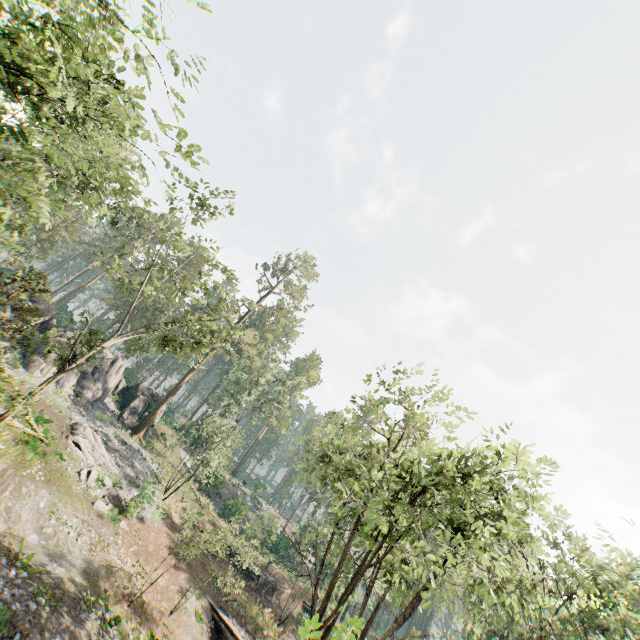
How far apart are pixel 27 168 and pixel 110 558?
22.5m

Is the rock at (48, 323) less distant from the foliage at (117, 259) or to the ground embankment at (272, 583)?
the foliage at (117, 259)

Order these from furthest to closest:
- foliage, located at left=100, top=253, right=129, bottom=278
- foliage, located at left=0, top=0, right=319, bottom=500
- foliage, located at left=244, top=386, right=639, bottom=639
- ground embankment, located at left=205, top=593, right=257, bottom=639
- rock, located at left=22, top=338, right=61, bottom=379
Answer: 1. rock, located at left=22, top=338, right=61, bottom=379
2. ground embankment, located at left=205, top=593, right=257, bottom=639
3. foliage, located at left=100, top=253, right=129, bottom=278
4. foliage, located at left=244, top=386, right=639, bottom=639
5. foliage, located at left=0, top=0, right=319, bottom=500

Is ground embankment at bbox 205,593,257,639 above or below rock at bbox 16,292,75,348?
below

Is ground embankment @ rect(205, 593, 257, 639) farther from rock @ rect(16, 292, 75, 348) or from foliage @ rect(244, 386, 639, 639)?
rock @ rect(16, 292, 75, 348)

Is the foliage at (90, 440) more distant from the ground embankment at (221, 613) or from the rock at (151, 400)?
the ground embankment at (221, 613)

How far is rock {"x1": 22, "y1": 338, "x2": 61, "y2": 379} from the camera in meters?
29.4 m

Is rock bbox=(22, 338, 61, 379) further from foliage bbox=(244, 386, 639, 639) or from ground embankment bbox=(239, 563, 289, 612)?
ground embankment bbox=(239, 563, 289, 612)
